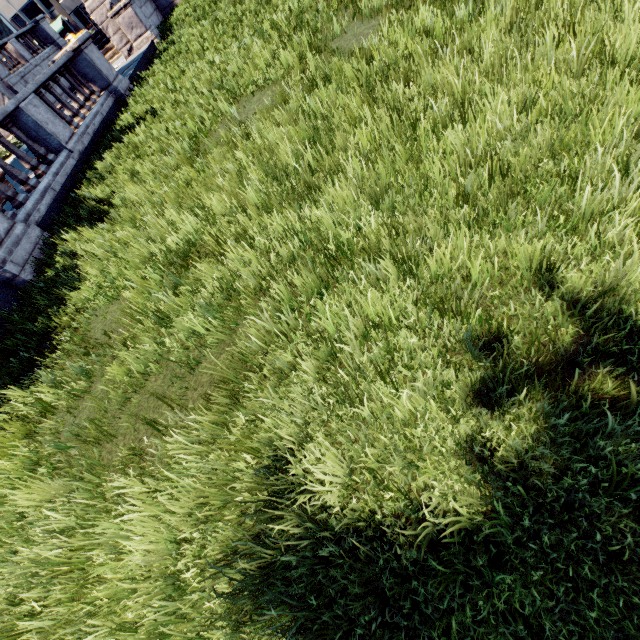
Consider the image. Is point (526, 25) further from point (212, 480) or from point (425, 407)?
point (212, 480)
